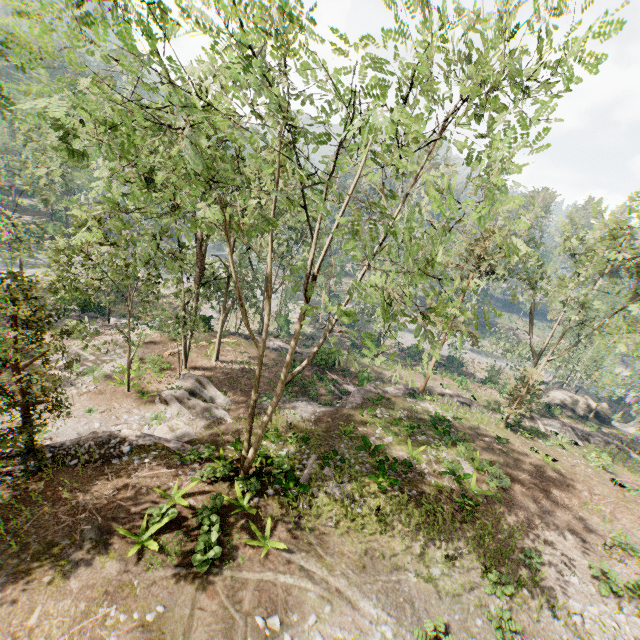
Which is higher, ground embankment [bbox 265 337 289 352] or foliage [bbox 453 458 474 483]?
foliage [bbox 453 458 474 483]

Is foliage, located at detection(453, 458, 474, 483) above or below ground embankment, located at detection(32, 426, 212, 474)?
above

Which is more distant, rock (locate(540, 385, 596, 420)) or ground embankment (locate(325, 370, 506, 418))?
rock (locate(540, 385, 596, 420))

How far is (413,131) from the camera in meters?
8.7 m

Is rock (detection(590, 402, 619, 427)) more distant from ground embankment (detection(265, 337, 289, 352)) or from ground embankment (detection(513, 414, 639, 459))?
ground embankment (detection(265, 337, 289, 352))

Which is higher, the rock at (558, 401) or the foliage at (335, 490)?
the foliage at (335, 490)

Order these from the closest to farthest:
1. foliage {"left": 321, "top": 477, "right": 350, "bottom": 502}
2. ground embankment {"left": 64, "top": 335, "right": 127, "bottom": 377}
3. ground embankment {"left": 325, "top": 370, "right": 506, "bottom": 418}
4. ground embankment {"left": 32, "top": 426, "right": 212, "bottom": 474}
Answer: ground embankment {"left": 32, "top": 426, "right": 212, "bottom": 474}, foliage {"left": 321, "top": 477, "right": 350, "bottom": 502}, ground embankment {"left": 64, "top": 335, "right": 127, "bottom": 377}, ground embankment {"left": 325, "top": 370, "right": 506, "bottom": 418}

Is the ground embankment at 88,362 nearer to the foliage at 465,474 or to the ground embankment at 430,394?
the foliage at 465,474
